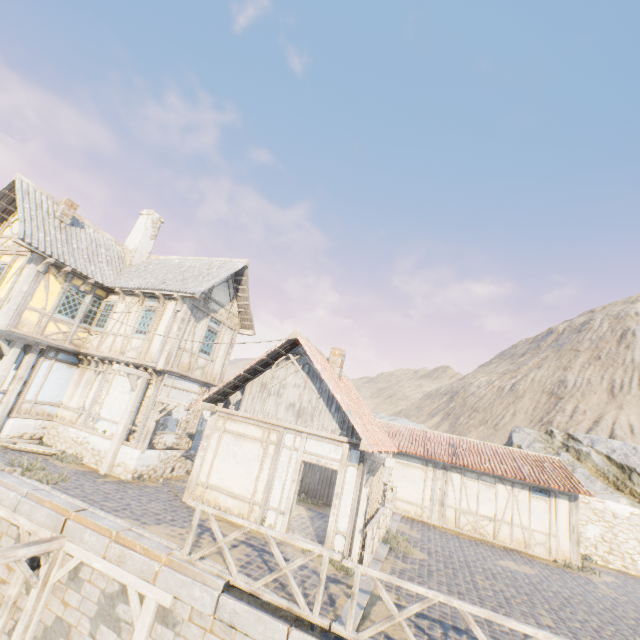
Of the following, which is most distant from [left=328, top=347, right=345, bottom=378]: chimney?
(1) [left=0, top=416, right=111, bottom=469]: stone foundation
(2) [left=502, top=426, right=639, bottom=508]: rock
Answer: (2) [left=502, top=426, right=639, bottom=508]: rock

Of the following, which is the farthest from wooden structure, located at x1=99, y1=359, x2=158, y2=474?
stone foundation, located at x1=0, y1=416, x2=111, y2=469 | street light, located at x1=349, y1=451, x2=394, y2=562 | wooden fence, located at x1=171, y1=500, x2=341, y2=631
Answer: street light, located at x1=349, y1=451, x2=394, y2=562

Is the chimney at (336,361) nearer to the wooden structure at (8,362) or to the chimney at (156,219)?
the wooden structure at (8,362)

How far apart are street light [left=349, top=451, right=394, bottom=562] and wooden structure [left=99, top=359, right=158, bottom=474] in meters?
8.7

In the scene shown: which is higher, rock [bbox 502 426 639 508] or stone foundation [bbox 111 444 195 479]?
rock [bbox 502 426 639 508]

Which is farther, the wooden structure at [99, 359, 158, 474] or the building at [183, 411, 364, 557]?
the wooden structure at [99, 359, 158, 474]

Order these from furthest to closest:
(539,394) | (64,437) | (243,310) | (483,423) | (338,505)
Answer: (539,394), (483,423), (243,310), (64,437), (338,505)

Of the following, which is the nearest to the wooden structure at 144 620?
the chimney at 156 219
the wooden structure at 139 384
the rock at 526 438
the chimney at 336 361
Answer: the wooden structure at 139 384
